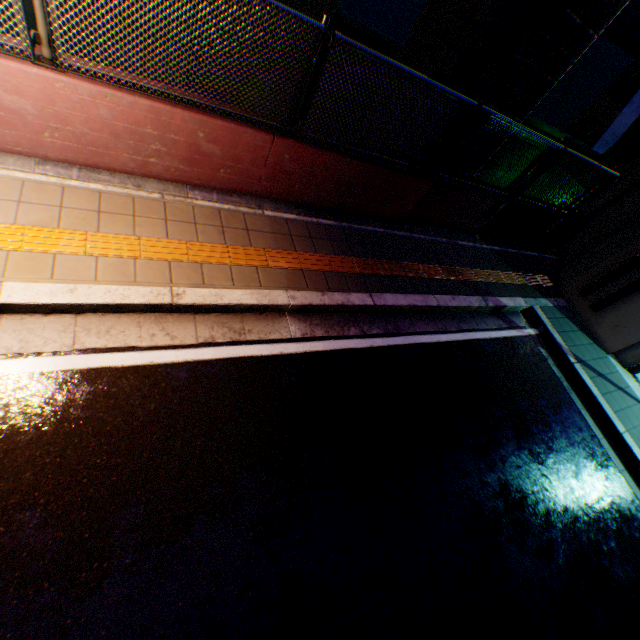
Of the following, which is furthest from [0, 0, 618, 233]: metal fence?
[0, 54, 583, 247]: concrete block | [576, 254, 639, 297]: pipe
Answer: [576, 254, 639, 297]: pipe

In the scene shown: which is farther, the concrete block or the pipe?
the pipe

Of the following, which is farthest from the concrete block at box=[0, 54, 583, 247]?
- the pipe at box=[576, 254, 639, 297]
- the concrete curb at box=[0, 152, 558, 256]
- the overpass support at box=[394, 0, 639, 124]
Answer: the pipe at box=[576, 254, 639, 297]

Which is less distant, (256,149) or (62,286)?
(62,286)

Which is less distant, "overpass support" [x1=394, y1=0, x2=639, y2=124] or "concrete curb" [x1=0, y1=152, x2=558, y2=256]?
"concrete curb" [x1=0, y1=152, x2=558, y2=256]

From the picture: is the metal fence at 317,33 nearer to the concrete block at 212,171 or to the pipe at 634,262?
the concrete block at 212,171

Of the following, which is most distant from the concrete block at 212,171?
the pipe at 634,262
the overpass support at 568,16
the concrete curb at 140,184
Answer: the pipe at 634,262

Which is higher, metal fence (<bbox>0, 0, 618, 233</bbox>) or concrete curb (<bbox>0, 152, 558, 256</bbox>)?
metal fence (<bbox>0, 0, 618, 233</bbox>)
